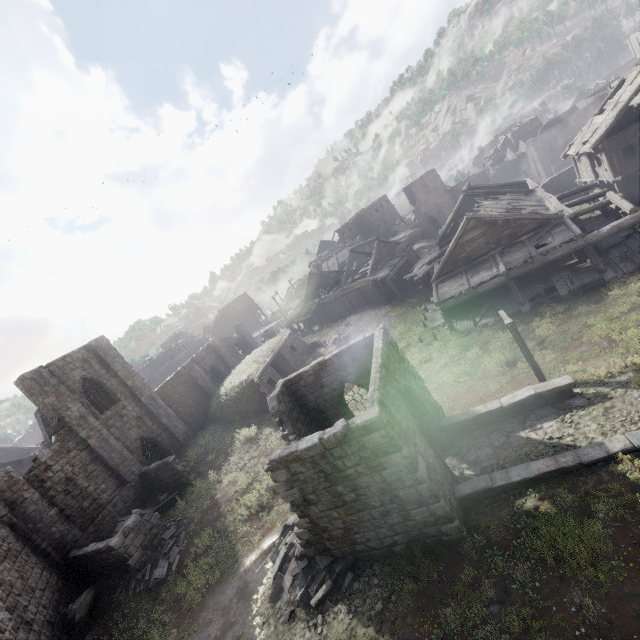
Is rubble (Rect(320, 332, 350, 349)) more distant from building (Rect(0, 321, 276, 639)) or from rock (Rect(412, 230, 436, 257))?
rock (Rect(412, 230, 436, 257))

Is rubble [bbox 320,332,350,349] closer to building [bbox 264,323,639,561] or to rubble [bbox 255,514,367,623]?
building [bbox 264,323,639,561]

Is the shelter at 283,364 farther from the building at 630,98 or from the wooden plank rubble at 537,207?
the wooden plank rubble at 537,207

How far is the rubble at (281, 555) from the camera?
10.33m

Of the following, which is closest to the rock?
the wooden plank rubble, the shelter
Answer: the wooden plank rubble

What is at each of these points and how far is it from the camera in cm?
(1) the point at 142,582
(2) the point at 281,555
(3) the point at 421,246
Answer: (1) rubble, 1508
(2) rubble, 1220
(3) rock, 4931

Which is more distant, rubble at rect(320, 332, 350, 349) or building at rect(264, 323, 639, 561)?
rubble at rect(320, 332, 350, 349)

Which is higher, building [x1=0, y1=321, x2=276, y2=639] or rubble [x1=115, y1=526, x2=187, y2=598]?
building [x1=0, y1=321, x2=276, y2=639]
